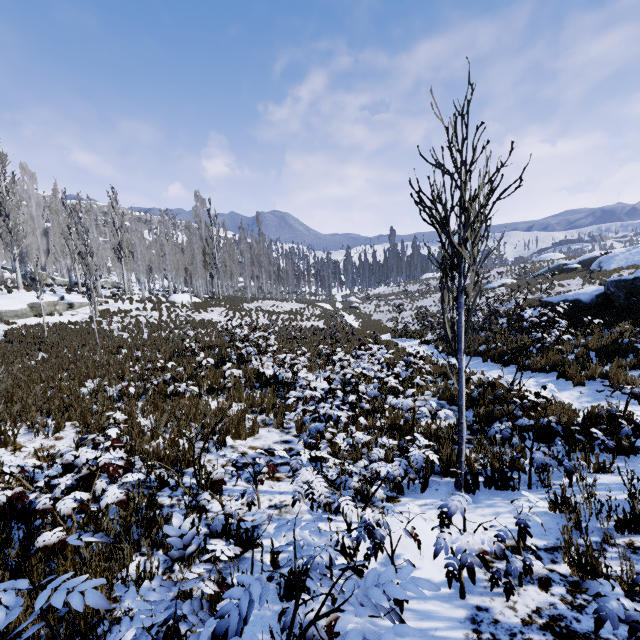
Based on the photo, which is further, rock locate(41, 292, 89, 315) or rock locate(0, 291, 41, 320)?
rock locate(41, 292, 89, 315)

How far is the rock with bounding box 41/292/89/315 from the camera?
21.10m

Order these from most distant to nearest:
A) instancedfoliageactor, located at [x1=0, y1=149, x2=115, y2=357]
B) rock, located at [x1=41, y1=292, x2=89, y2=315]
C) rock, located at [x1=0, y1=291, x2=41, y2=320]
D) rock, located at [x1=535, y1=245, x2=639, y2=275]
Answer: rock, located at [x1=535, y1=245, x2=639, y2=275]
rock, located at [x1=41, y1=292, x2=89, y2=315]
rock, located at [x1=0, y1=291, x2=41, y2=320]
instancedfoliageactor, located at [x1=0, y1=149, x2=115, y2=357]

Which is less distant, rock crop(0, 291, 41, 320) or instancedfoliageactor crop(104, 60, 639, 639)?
instancedfoliageactor crop(104, 60, 639, 639)

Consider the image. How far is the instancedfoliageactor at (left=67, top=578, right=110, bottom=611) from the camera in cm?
137

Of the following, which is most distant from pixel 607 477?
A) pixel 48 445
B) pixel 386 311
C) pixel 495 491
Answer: pixel 386 311

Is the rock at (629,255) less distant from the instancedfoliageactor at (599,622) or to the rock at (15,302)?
the instancedfoliageactor at (599,622)
